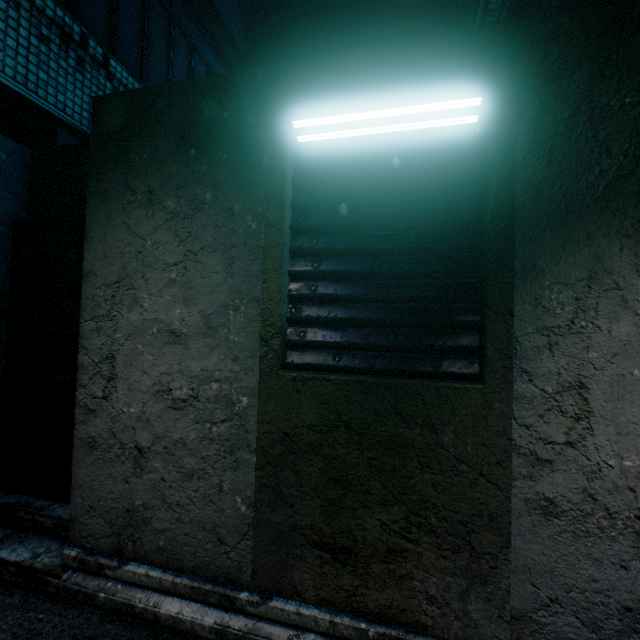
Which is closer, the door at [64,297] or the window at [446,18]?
the door at [64,297]

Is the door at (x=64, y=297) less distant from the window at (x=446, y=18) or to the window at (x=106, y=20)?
the window at (x=106, y=20)

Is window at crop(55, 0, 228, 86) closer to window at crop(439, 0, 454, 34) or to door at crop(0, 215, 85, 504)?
door at crop(0, 215, 85, 504)

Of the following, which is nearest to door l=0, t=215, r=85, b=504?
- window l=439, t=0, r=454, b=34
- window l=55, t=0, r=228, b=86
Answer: window l=55, t=0, r=228, b=86

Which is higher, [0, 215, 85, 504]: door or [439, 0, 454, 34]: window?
[439, 0, 454, 34]: window

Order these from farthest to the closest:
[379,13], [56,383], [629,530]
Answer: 1. [379,13]
2. [56,383]
3. [629,530]

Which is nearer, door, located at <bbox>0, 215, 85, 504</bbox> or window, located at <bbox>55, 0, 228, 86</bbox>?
door, located at <bbox>0, 215, 85, 504</bbox>
